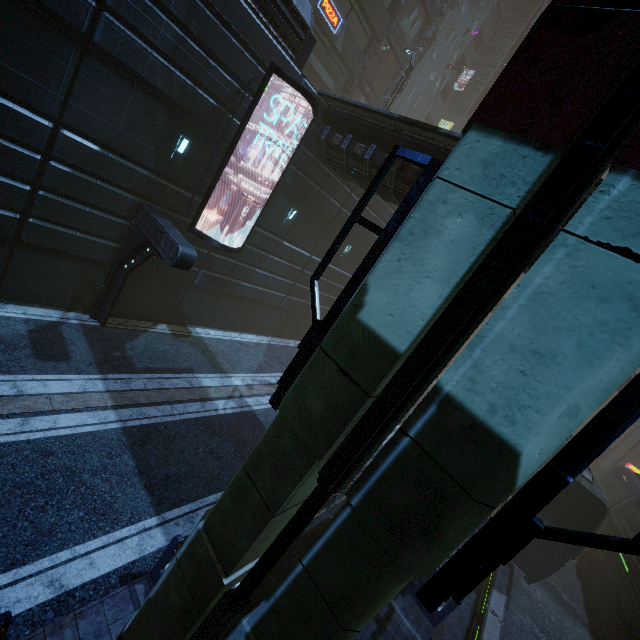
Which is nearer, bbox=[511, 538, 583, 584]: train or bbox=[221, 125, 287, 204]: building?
bbox=[221, 125, 287, 204]: building

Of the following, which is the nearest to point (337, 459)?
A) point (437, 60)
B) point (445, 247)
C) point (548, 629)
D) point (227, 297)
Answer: point (445, 247)

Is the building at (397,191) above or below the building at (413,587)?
above

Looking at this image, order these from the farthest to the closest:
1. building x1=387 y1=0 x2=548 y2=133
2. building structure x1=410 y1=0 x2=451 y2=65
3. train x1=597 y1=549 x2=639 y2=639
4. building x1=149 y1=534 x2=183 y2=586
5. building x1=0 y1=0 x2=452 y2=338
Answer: building x1=387 y1=0 x2=548 y2=133, building structure x1=410 y1=0 x2=451 y2=65, train x1=597 y1=549 x2=639 y2=639, building x1=0 y1=0 x2=452 y2=338, building x1=149 y1=534 x2=183 y2=586

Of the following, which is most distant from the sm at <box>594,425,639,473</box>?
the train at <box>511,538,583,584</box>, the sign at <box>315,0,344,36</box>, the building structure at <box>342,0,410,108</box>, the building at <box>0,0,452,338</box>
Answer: the building structure at <box>342,0,410,108</box>

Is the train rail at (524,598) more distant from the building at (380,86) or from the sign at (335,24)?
the sign at (335,24)

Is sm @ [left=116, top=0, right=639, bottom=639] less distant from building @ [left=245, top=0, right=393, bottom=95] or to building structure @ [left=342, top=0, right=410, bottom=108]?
building @ [left=245, top=0, right=393, bottom=95]

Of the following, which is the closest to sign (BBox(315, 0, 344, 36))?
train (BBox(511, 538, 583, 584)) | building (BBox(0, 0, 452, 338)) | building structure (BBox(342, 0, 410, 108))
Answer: building (BBox(0, 0, 452, 338))
